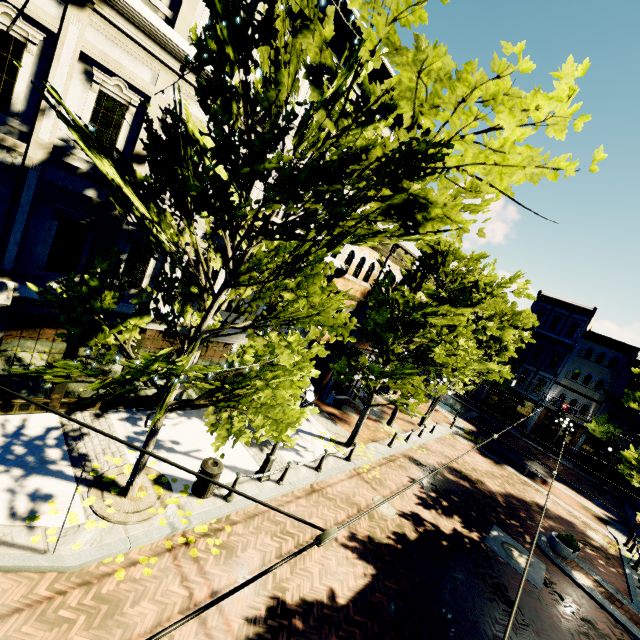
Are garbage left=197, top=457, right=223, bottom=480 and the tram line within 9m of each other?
yes

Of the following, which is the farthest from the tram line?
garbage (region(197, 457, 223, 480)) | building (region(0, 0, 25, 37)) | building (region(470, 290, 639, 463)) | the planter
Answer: building (region(470, 290, 639, 463))

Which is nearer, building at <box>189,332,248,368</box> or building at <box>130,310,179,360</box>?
building at <box>130,310,179,360</box>

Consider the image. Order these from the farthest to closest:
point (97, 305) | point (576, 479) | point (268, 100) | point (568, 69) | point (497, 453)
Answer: point (576, 479) → point (497, 453) → point (97, 305) → point (268, 100) → point (568, 69)

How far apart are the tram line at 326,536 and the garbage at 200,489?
6.8 meters

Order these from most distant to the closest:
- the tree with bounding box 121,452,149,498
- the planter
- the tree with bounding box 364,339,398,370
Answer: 1. the planter
2. the tree with bounding box 364,339,398,370
3. the tree with bounding box 121,452,149,498

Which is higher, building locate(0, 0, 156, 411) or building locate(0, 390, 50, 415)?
building locate(0, 0, 156, 411)

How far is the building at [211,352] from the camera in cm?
1137
